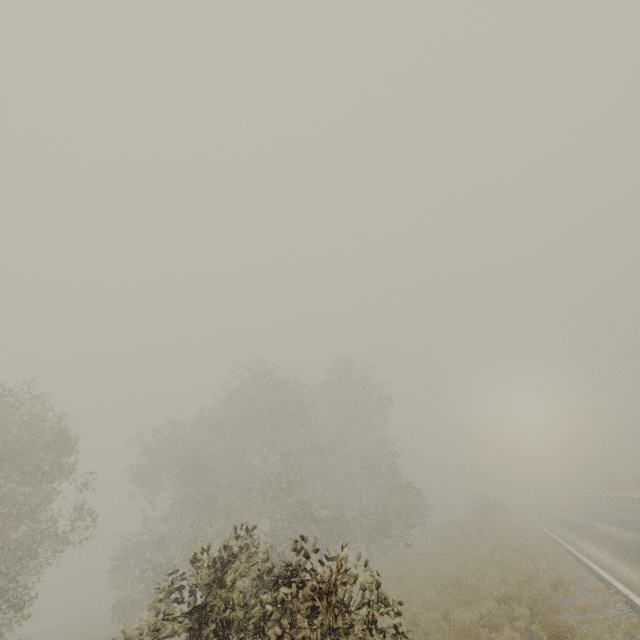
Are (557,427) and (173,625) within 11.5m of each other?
no

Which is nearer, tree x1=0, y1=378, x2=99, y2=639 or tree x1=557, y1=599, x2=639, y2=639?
tree x1=557, y1=599, x2=639, y2=639

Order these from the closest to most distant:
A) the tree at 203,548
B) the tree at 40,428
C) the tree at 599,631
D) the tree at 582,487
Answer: the tree at 203,548 < the tree at 599,631 < the tree at 40,428 < the tree at 582,487

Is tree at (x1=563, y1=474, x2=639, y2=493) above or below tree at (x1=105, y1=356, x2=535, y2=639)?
below

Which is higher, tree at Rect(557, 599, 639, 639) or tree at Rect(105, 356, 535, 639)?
tree at Rect(105, 356, 535, 639)

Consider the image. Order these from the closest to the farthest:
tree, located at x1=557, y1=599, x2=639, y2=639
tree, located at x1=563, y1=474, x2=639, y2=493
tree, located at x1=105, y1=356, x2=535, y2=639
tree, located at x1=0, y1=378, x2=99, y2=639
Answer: tree, located at x1=105, y1=356, x2=535, y2=639 < tree, located at x1=557, y1=599, x2=639, y2=639 < tree, located at x1=0, y1=378, x2=99, y2=639 < tree, located at x1=563, y1=474, x2=639, y2=493

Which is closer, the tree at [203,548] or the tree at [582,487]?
the tree at [203,548]
